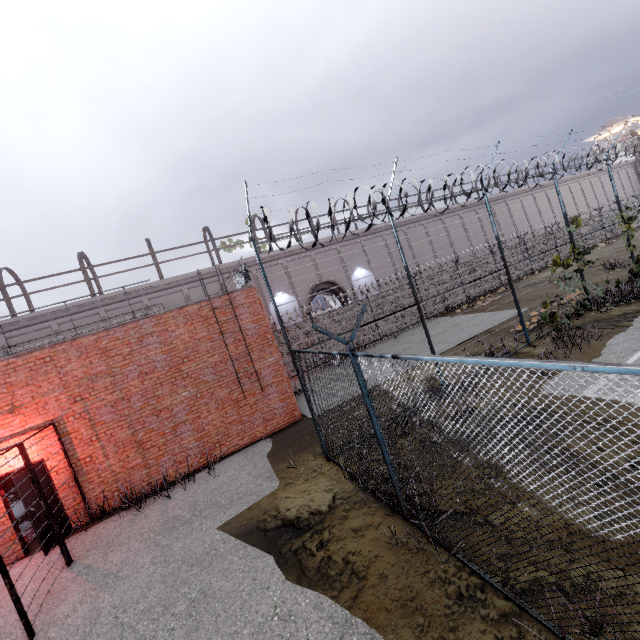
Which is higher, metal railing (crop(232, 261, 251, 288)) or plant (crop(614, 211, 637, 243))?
metal railing (crop(232, 261, 251, 288))

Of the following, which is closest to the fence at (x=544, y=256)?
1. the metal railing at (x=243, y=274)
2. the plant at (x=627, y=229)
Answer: the plant at (x=627, y=229)

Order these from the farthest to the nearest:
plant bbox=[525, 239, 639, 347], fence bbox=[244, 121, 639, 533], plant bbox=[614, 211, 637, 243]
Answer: plant bbox=[614, 211, 637, 243] → plant bbox=[525, 239, 639, 347] → fence bbox=[244, 121, 639, 533]

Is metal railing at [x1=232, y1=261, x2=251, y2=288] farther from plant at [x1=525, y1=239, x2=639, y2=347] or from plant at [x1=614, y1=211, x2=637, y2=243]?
plant at [x1=614, y1=211, x2=637, y2=243]

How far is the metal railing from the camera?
11.3m

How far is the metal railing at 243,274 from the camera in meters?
11.3

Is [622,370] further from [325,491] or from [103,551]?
[103,551]

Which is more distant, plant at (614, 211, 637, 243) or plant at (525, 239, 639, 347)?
plant at (614, 211, 637, 243)
